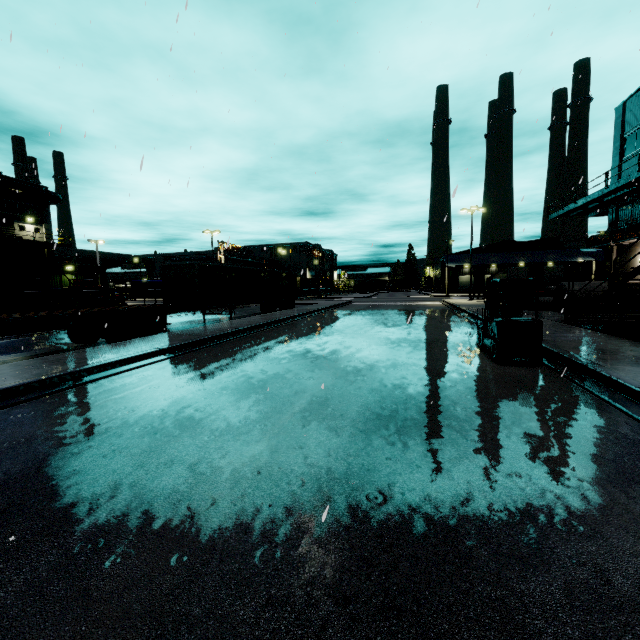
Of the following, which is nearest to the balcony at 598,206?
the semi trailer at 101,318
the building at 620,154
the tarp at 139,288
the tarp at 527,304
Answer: the building at 620,154

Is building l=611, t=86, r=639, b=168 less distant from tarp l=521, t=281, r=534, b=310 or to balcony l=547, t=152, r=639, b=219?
balcony l=547, t=152, r=639, b=219

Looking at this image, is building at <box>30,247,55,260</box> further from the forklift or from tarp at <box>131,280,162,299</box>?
the forklift

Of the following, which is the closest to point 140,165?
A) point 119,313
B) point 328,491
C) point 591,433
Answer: point 328,491

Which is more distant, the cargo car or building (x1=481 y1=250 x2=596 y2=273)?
building (x1=481 y1=250 x2=596 y2=273)

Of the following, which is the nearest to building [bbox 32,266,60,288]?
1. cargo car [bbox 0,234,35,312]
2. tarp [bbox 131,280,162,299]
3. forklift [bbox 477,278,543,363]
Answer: cargo car [bbox 0,234,35,312]

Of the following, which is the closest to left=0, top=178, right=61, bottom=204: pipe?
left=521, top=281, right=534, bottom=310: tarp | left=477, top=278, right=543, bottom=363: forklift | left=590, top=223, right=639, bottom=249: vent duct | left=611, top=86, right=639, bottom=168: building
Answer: left=611, top=86, right=639, bottom=168: building

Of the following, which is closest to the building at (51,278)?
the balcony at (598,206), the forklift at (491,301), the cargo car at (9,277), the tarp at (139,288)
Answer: the balcony at (598,206)
